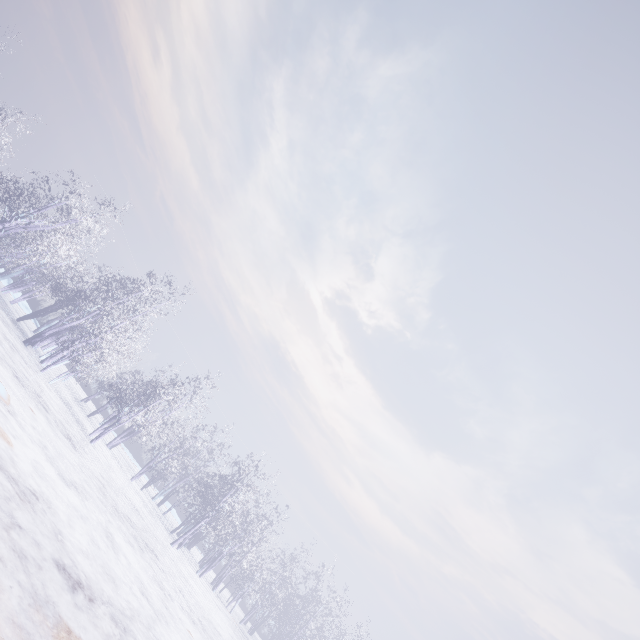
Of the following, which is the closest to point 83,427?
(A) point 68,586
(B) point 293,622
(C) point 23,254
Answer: (C) point 23,254
